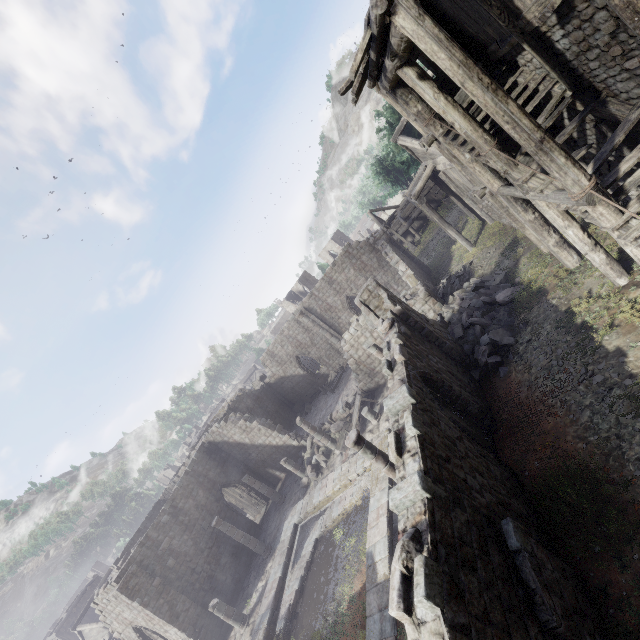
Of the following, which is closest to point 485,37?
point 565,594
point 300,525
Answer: point 565,594

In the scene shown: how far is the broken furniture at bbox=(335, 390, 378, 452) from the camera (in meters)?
19.26

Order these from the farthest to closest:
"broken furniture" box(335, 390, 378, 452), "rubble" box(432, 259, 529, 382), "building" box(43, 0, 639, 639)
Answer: "broken furniture" box(335, 390, 378, 452)
"rubble" box(432, 259, 529, 382)
"building" box(43, 0, 639, 639)

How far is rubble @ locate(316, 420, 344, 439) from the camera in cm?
2166

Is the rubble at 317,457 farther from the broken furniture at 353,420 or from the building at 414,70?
the broken furniture at 353,420

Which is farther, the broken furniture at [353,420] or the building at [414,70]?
the broken furniture at [353,420]

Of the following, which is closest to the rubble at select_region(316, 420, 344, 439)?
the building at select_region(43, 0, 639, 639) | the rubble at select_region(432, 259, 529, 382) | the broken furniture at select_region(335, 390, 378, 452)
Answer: the building at select_region(43, 0, 639, 639)

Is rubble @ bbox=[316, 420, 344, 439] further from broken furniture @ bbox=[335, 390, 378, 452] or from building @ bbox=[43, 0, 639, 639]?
broken furniture @ bbox=[335, 390, 378, 452]
